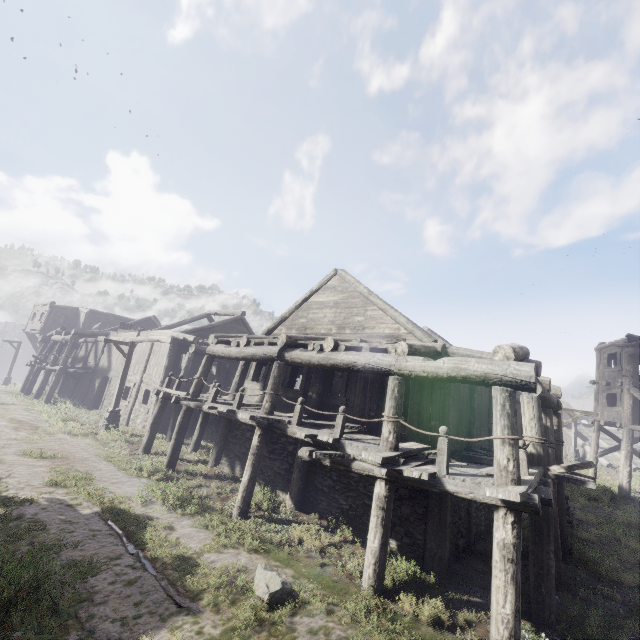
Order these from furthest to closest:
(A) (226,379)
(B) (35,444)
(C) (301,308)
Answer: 1. (A) (226,379)
2. (C) (301,308)
3. (B) (35,444)

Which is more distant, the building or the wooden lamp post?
the wooden lamp post

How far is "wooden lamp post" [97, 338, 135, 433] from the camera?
16.3m

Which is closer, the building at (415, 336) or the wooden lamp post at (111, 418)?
the building at (415, 336)

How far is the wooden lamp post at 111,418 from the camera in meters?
16.3
